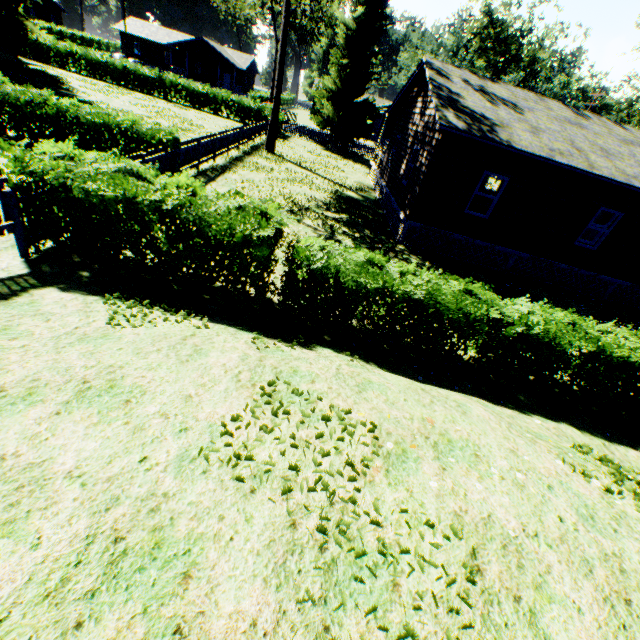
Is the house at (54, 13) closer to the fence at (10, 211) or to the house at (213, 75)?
the house at (213, 75)

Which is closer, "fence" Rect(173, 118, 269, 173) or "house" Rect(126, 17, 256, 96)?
"fence" Rect(173, 118, 269, 173)

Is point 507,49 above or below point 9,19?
above

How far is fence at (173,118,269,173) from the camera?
13.33m

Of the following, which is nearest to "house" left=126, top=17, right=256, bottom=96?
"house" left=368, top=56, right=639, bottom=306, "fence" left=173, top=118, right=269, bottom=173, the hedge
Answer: "fence" left=173, top=118, right=269, bottom=173

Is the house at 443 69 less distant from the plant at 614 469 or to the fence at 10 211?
the plant at 614 469

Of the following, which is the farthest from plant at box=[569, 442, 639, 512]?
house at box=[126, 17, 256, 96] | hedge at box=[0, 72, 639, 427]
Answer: house at box=[126, 17, 256, 96]

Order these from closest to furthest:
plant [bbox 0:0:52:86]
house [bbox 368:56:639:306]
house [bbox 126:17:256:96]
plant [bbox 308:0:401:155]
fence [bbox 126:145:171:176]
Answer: fence [bbox 126:145:171:176], house [bbox 368:56:639:306], plant [bbox 0:0:52:86], plant [bbox 308:0:401:155], house [bbox 126:17:256:96]
